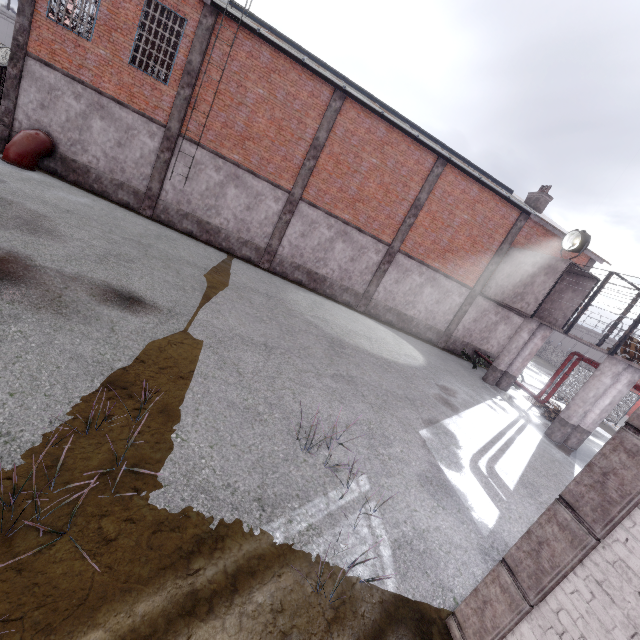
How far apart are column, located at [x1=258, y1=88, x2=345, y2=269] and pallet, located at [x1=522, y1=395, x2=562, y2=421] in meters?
15.8

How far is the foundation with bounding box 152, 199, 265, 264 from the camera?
15.3m

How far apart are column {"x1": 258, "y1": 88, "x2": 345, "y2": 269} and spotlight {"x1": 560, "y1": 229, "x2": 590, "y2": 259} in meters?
12.2 m

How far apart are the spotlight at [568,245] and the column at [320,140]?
12.2 meters

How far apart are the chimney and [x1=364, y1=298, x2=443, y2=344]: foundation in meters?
9.5

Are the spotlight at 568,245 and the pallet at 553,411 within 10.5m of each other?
yes

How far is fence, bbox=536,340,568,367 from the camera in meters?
52.7 m

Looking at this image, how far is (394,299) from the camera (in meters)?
18.78
